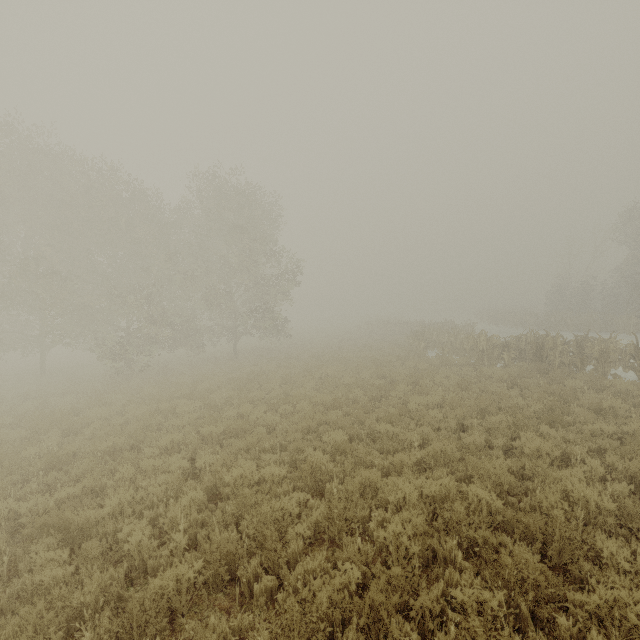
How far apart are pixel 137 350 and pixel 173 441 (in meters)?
14.81
